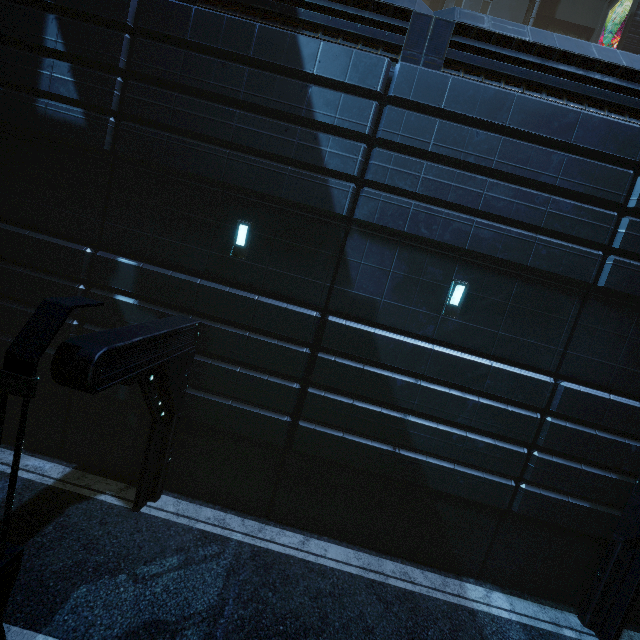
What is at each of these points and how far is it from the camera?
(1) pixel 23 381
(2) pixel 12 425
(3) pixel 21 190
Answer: (1) street light, 3.53m
(2) building, 8.84m
(3) building, 8.09m

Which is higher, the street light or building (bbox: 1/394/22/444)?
the street light

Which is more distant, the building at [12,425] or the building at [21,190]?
the building at [12,425]

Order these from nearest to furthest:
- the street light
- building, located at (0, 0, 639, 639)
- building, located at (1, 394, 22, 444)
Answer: the street light → building, located at (0, 0, 639, 639) → building, located at (1, 394, 22, 444)

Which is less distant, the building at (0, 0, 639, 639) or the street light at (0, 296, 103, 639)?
the street light at (0, 296, 103, 639)

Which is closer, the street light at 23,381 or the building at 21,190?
the street light at 23,381

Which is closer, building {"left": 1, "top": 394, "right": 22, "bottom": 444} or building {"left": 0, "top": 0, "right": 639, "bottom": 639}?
building {"left": 0, "top": 0, "right": 639, "bottom": 639}
